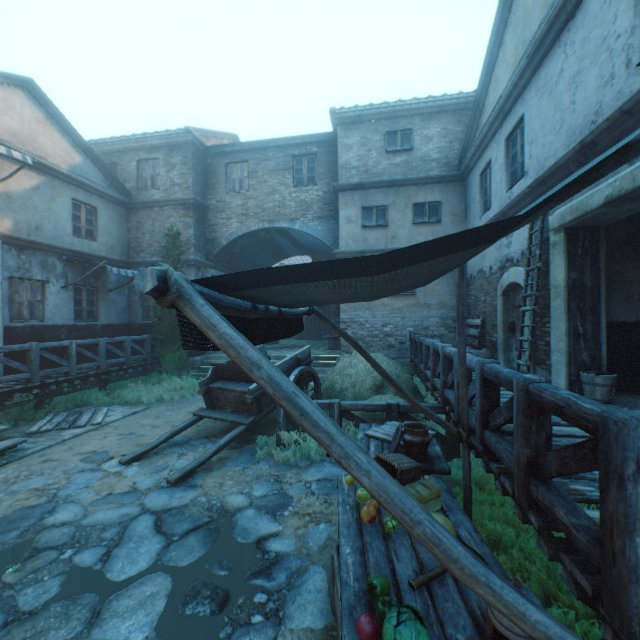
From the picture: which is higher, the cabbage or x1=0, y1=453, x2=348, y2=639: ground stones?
the cabbage

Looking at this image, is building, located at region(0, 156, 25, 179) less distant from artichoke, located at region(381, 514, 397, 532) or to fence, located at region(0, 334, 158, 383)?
fence, located at region(0, 334, 158, 383)

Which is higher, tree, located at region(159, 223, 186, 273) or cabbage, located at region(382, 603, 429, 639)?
tree, located at region(159, 223, 186, 273)

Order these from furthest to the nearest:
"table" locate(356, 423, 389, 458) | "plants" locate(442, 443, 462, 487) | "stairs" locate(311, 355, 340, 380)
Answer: "stairs" locate(311, 355, 340, 380), "plants" locate(442, 443, 462, 487), "table" locate(356, 423, 389, 458)

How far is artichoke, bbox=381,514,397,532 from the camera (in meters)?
2.51

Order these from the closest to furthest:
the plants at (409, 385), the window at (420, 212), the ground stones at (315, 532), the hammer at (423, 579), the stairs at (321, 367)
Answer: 1. the hammer at (423, 579)
2. the ground stones at (315, 532)
3. the plants at (409, 385)
4. the window at (420, 212)
5. the stairs at (321, 367)

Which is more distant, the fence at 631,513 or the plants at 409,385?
Answer: the plants at 409,385

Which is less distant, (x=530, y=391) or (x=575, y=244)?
(x=530, y=391)
